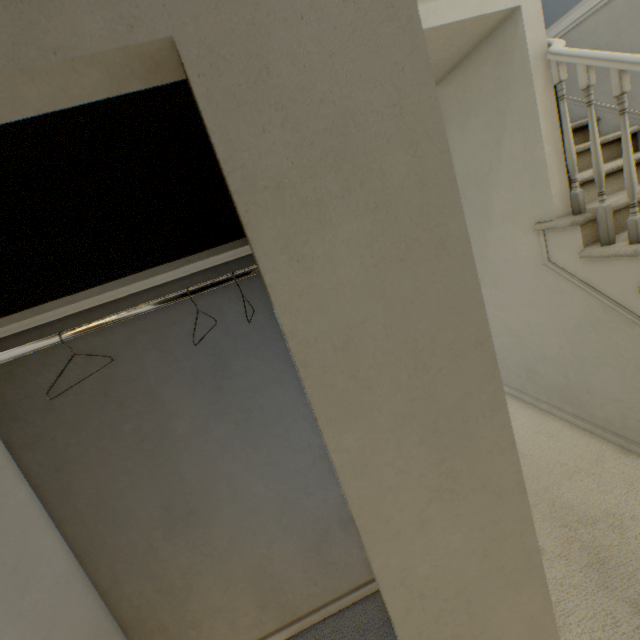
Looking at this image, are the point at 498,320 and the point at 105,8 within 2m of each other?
no
